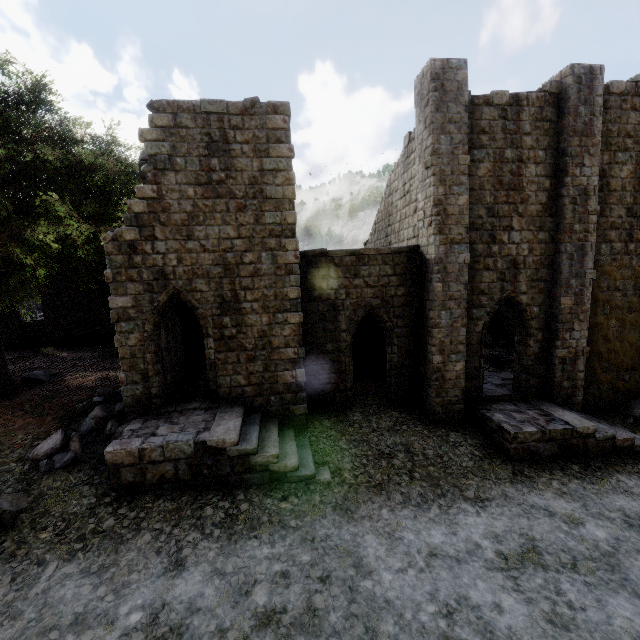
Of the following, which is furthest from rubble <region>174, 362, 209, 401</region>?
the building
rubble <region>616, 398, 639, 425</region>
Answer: rubble <region>616, 398, 639, 425</region>

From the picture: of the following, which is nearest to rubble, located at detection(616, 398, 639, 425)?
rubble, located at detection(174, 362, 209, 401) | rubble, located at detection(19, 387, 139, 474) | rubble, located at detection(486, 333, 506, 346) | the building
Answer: the building

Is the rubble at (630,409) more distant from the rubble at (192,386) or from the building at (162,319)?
the rubble at (192,386)

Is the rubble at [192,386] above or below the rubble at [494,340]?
above

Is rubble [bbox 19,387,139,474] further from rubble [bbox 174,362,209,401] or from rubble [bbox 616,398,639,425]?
Result: rubble [bbox 616,398,639,425]

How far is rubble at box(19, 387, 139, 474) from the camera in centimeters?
932cm

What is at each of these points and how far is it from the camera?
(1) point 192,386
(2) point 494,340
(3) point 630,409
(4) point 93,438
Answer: (1) rubble, 12.1 meters
(2) rubble, 21.8 meters
(3) rubble, 13.2 meters
(4) rubble, 10.1 meters

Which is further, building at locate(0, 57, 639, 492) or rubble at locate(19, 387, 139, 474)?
building at locate(0, 57, 639, 492)
